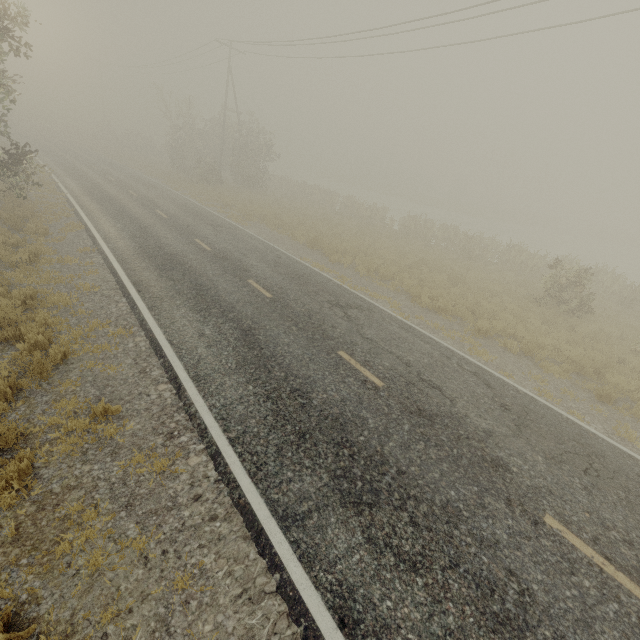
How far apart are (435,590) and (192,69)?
48.35m
